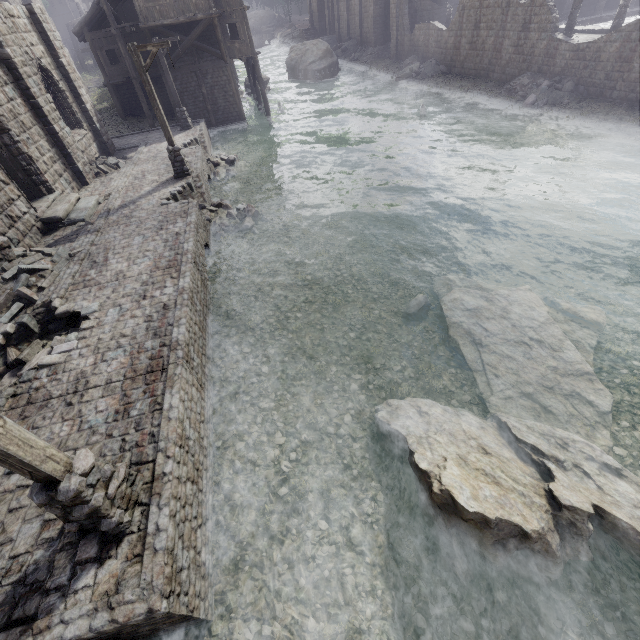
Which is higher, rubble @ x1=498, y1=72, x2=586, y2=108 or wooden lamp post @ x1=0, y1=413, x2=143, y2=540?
wooden lamp post @ x1=0, y1=413, x2=143, y2=540

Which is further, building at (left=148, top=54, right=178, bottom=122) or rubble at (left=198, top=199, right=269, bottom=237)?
building at (left=148, top=54, right=178, bottom=122)

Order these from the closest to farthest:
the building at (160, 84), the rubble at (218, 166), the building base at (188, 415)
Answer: the building base at (188, 415)
the rubble at (218, 166)
the building at (160, 84)

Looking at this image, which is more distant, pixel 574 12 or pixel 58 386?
pixel 574 12

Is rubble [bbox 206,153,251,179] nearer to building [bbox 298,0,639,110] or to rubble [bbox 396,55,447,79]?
building [bbox 298,0,639,110]

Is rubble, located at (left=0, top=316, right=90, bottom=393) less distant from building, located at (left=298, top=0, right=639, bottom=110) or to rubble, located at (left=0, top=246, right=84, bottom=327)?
rubble, located at (left=0, top=246, right=84, bottom=327)

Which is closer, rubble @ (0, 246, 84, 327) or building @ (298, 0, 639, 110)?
rubble @ (0, 246, 84, 327)

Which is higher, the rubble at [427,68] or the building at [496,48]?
the building at [496,48]
